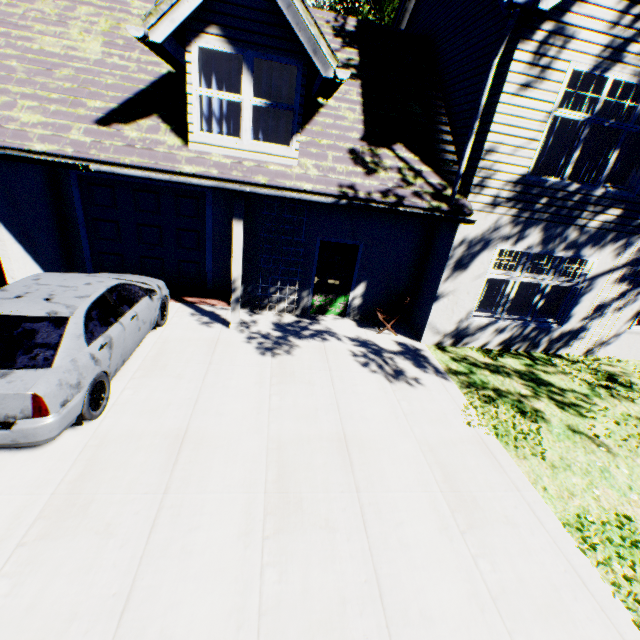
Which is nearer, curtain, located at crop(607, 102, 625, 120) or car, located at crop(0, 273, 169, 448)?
car, located at crop(0, 273, 169, 448)

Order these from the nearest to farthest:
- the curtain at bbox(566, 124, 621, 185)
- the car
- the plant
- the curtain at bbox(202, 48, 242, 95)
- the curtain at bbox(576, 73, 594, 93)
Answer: the car
the curtain at bbox(202, 48, 242, 95)
the curtain at bbox(576, 73, 594, 93)
the curtain at bbox(566, 124, 621, 185)
the plant

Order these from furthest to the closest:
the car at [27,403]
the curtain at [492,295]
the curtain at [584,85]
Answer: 1. the curtain at [492,295]
2. the curtain at [584,85]
3. the car at [27,403]

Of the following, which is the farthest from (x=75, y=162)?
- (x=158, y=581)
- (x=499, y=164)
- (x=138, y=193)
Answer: (x=499, y=164)

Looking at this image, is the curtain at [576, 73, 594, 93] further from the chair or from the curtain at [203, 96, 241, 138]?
the curtain at [203, 96, 241, 138]

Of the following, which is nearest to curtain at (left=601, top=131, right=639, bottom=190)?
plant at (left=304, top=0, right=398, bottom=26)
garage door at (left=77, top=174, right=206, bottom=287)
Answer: garage door at (left=77, top=174, right=206, bottom=287)

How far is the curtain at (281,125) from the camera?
6.4 meters

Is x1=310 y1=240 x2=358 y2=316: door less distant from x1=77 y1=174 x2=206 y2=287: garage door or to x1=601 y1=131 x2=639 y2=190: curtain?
x1=77 y1=174 x2=206 y2=287: garage door
